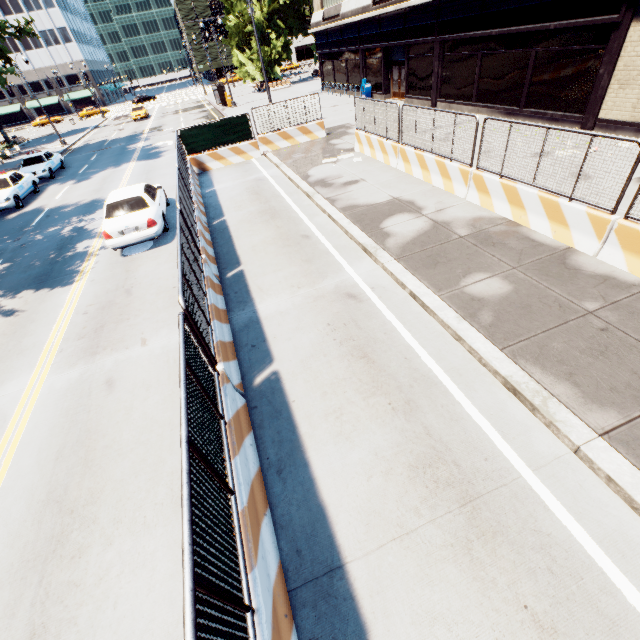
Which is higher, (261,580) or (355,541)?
(261,580)

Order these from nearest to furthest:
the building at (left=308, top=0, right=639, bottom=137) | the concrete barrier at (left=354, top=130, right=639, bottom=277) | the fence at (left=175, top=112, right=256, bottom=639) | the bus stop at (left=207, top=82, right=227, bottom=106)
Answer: the fence at (left=175, top=112, right=256, bottom=639) < the concrete barrier at (left=354, top=130, right=639, bottom=277) < the building at (left=308, top=0, right=639, bottom=137) < the bus stop at (left=207, top=82, right=227, bottom=106)

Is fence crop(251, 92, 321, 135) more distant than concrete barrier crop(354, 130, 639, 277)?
Yes

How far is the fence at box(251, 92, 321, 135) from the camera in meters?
17.1

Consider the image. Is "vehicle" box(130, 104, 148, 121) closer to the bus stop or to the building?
the bus stop

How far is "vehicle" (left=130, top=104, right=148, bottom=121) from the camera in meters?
41.8

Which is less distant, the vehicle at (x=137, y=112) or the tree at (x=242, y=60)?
the tree at (x=242, y=60)

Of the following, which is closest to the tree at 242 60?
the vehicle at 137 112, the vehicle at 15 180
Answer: the vehicle at 15 180
